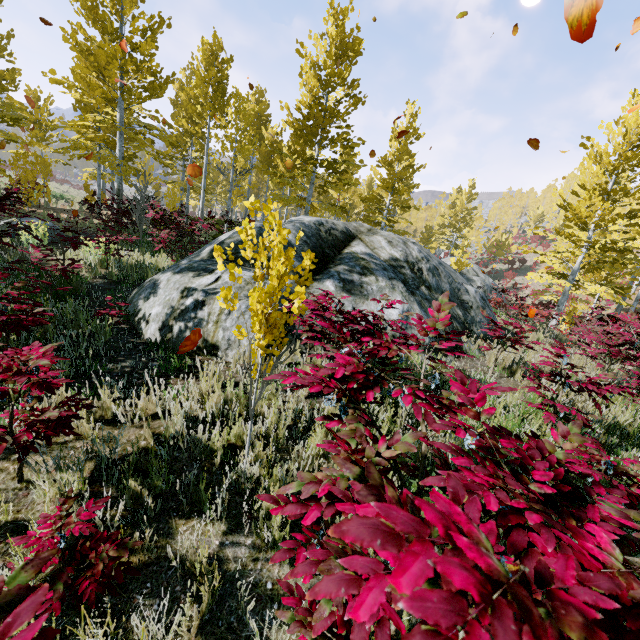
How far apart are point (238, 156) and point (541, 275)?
27.7 meters

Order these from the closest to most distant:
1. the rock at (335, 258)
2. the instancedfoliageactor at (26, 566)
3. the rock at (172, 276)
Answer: the instancedfoliageactor at (26, 566)
the rock at (172, 276)
the rock at (335, 258)

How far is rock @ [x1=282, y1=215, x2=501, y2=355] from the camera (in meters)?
6.43

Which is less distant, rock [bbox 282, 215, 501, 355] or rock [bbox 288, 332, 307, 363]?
rock [bbox 288, 332, 307, 363]

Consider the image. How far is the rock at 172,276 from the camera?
4.70m

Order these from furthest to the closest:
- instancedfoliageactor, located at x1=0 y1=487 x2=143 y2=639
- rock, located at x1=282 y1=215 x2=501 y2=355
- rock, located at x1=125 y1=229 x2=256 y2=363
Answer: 1. rock, located at x1=282 y1=215 x2=501 y2=355
2. rock, located at x1=125 y1=229 x2=256 y2=363
3. instancedfoliageactor, located at x1=0 y1=487 x2=143 y2=639
